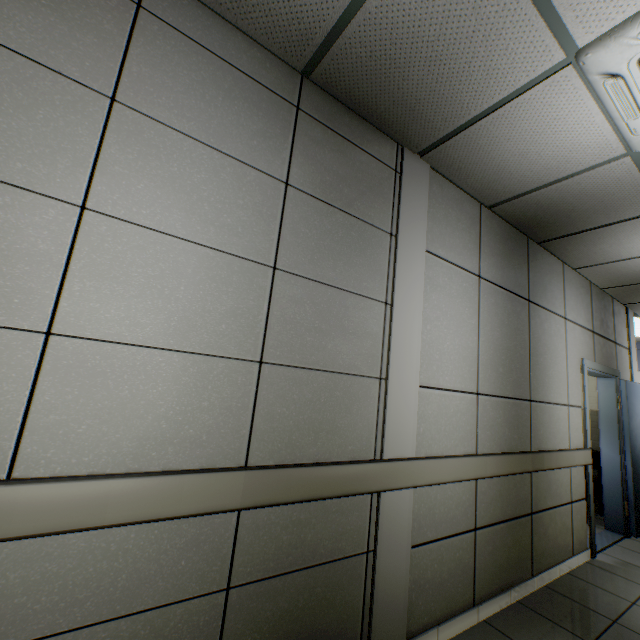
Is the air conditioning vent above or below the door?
above

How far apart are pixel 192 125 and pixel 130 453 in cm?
145

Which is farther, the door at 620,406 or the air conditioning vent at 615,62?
the door at 620,406

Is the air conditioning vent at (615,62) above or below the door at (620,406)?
above

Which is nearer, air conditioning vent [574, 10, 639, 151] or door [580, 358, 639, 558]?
air conditioning vent [574, 10, 639, 151]
